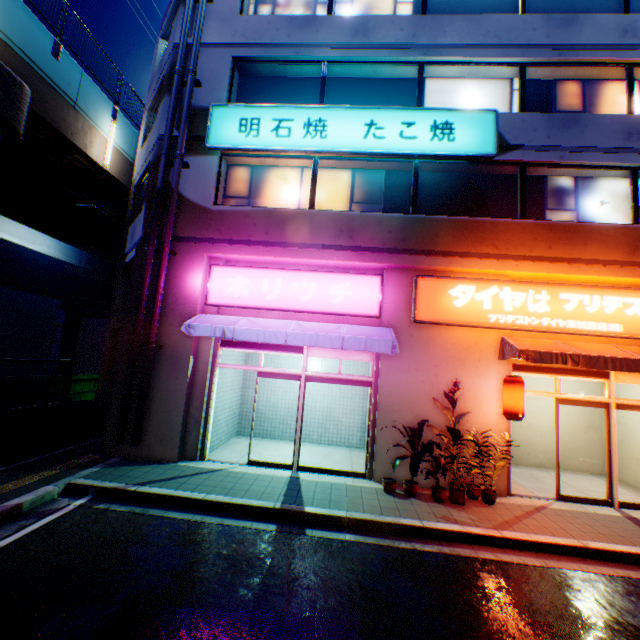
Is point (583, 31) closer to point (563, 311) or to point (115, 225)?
point (563, 311)

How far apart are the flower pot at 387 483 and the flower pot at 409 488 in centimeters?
16cm

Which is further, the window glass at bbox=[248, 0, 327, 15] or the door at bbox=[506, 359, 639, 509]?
the window glass at bbox=[248, 0, 327, 15]

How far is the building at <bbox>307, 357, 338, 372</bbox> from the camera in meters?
11.3

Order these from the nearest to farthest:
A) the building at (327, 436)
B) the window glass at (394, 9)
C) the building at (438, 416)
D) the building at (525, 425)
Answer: the building at (438, 416) < the window glass at (394, 9) < the building at (525, 425) < the building at (327, 436)

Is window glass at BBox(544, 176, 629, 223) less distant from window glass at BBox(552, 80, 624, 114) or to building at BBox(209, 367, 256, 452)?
building at BBox(209, 367, 256, 452)

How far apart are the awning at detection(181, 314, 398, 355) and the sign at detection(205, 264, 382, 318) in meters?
0.2 m

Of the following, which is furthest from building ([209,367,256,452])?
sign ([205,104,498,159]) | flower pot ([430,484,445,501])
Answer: A: flower pot ([430,484,445,501])
